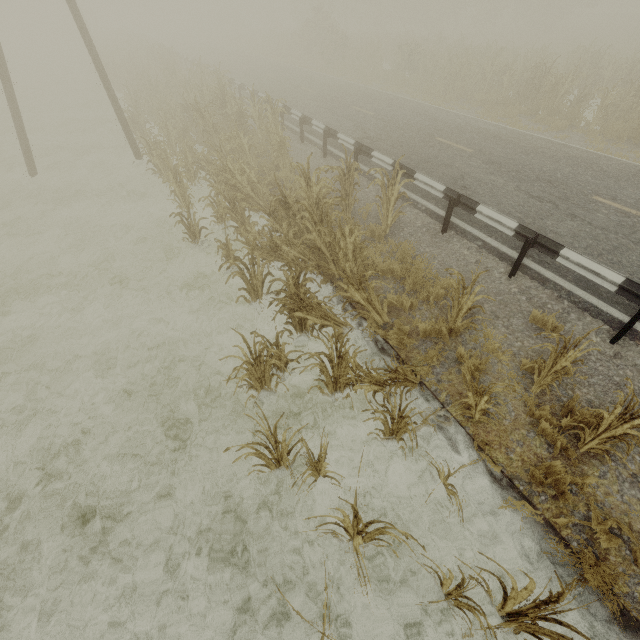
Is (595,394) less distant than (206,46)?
Yes

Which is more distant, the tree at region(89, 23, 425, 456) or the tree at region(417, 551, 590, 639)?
the tree at region(89, 23, 425, 456)

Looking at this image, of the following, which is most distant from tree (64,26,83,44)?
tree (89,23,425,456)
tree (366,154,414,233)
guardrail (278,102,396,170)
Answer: tree (89,23,425,456)

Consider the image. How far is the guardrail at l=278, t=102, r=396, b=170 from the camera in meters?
9.2

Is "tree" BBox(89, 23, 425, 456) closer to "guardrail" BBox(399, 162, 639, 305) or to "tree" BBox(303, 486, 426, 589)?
"tree" BBox(303, 486, 426, 589)

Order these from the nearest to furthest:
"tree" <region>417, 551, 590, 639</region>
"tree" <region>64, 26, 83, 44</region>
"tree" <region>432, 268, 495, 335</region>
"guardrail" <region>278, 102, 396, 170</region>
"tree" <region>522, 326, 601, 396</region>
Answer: "tree" <region>417, 551, 590, 639</region> → "tree" <region>522, 326, 601, 396</region> → "tree" <region>432, 268, 495, 335</region> → "guardrail" <region>278, 102, 396, 170</region> → "tree" <region>64, 26, 83, 44</region>

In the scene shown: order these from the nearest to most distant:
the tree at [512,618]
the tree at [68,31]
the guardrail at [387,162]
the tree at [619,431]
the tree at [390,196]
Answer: the tree at [512,618], the tree at [619,431], the tree at [390,196], the guardrail at [387,162], the tree at [68,31]

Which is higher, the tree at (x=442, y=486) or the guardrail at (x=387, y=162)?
the guardrail at (x=387, y=162)
